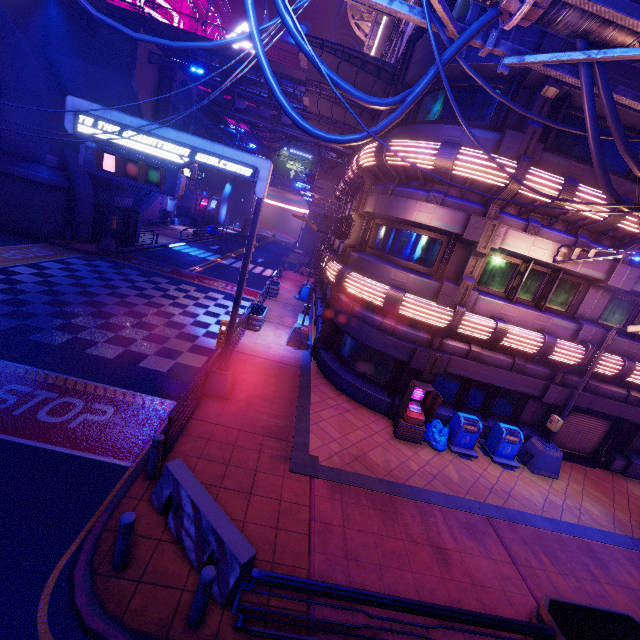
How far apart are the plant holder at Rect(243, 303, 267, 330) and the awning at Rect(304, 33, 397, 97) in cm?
1150

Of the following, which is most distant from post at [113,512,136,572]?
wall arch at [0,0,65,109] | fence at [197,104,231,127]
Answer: fence at [197,104,231,127]

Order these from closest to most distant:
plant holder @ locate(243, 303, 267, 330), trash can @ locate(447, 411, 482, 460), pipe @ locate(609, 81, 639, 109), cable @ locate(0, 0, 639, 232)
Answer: cable @ locate(0, 0, 639, 232) < pipe @ locate(609, 81, 639, 109) < trash can @ locate(447, 411, 482, 460) < plant holder @ locate(243, 303, 267, 330)

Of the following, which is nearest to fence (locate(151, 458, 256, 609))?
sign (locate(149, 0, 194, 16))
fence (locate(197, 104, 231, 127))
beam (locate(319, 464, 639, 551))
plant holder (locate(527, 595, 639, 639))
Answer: beam (locate(319, 464, 639, 551))

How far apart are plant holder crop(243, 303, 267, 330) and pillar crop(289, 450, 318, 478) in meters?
8.5

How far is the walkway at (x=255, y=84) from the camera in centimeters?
3170cm

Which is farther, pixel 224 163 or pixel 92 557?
pixel 224 163

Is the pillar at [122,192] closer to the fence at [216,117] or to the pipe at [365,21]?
the fence at [216,117]
